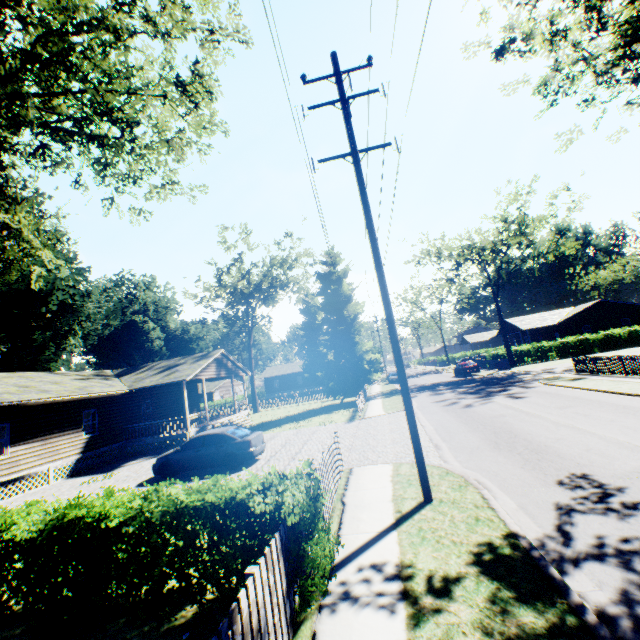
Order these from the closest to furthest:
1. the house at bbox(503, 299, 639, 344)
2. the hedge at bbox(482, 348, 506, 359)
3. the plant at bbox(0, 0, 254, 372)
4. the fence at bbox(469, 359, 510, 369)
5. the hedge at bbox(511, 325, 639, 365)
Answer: the plant at bbox(0, 0, 254, 372), the fence at bbox(469, 359, 510, 369), the hedge at bbox(511, 325, 639, 365), the hedge at bbox(482, 348, 506, 359), the house at bbox(503, 299, 639, 344)

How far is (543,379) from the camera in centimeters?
2328cm

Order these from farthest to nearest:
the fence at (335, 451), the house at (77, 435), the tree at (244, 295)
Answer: the tree at (244, 295), the house at (77, 435), the fence at (335, 451)

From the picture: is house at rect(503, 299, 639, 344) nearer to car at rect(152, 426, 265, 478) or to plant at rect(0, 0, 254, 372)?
plant at rect(0, 0, 254, 372)

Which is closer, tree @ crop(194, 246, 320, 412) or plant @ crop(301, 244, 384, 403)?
plant @ crop(301, 244, 384, 403)

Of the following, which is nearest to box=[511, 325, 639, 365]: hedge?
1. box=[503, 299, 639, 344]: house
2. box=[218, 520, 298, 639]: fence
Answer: box=[503, 299, 639, 344]: house

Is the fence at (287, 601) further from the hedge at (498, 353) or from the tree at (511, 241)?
the hedge at (498, 353)

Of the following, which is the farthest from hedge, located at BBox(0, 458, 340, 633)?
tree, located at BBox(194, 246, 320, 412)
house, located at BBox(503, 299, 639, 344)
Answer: house, located at BBox(503, 299, 639, 344)
